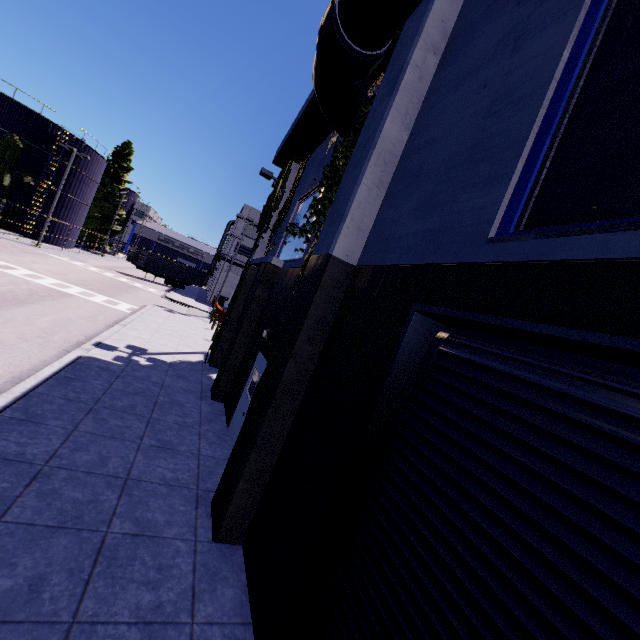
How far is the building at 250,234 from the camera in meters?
47.0

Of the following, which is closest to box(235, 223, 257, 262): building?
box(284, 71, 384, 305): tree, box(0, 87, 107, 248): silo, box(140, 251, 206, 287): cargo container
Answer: box(284, 71, 384, 305): tree

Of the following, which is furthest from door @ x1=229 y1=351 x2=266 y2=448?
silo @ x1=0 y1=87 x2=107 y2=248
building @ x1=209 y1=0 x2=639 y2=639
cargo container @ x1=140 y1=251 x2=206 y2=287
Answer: cargo container @ x1=140 y1=251 x2=206 y2=287

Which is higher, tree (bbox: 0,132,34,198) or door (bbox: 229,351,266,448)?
tree (bbox: 0,132,34,198)

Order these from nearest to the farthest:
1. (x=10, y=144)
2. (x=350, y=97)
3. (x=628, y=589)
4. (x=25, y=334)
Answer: (x=628, y=589), (x=350, y=97), (x=25, y=334), (x=10, y=144)

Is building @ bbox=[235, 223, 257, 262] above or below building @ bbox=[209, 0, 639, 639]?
above

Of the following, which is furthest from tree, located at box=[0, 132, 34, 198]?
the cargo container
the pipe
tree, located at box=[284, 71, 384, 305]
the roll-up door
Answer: the roll-up door

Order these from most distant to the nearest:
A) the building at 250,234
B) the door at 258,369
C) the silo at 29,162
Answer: the building at 250,234, the silo at 29,162, the door at 258,369
